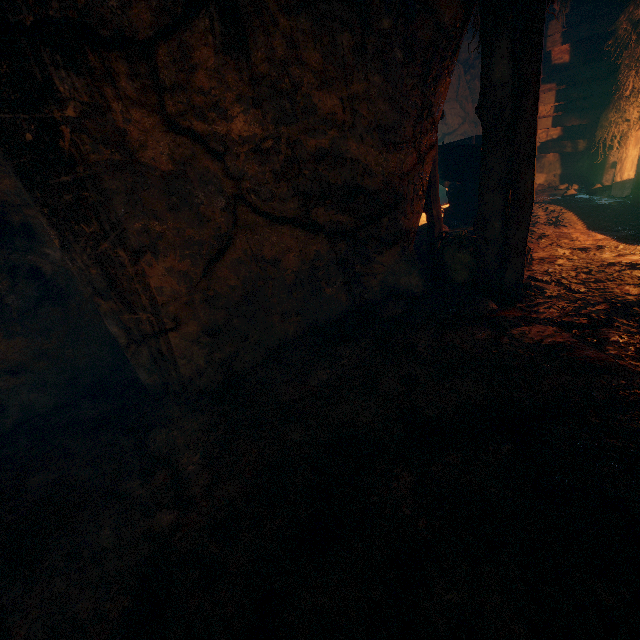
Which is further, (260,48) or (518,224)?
(518,224)

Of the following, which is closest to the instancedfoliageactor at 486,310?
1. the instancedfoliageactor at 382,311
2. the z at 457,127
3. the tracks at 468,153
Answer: the instancedfoliageactor at 382,311

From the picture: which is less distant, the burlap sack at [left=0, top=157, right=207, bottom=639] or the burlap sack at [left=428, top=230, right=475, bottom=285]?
the burlap sack at [left=0, top=157, right=207, bottom=639]

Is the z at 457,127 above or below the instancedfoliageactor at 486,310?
above

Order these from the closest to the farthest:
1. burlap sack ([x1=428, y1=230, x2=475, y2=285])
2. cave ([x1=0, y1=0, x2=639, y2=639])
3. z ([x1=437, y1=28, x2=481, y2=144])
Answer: cave ([x1=0, y1=0, x2=639, y2=639]), burlap sack ([x1=428, y1=230, x2=475, y2=285]), z ([x1=437, y1=28, x2=481, y2=144])

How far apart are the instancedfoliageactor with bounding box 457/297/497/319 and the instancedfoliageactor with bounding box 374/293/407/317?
0.69m

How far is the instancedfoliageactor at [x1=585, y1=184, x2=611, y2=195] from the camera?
6.59m

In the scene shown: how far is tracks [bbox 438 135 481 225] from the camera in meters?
6.3
